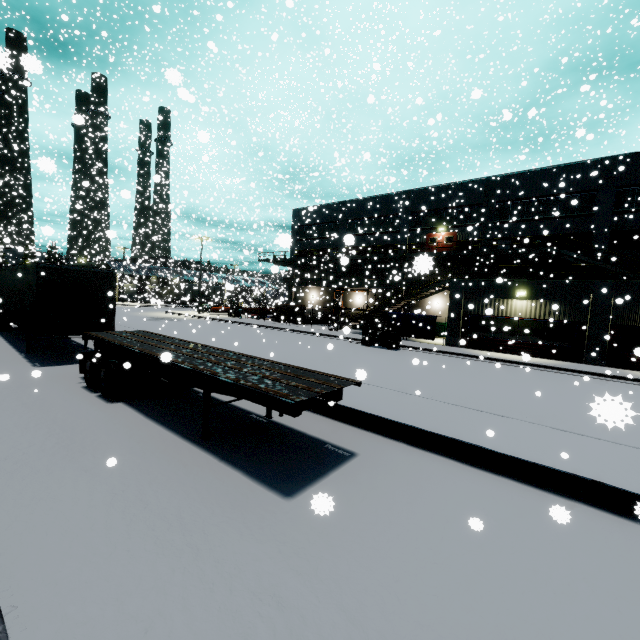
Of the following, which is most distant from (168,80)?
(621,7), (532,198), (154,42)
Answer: (154,42)

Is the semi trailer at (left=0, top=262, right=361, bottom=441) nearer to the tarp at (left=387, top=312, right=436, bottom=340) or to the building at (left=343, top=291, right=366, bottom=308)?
the building at (left=343, top=291, right=366, bottom=308)

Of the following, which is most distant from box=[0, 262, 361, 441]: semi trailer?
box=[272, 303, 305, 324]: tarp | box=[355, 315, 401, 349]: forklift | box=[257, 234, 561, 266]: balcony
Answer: box=[355, 315, 401, 349]: forklift

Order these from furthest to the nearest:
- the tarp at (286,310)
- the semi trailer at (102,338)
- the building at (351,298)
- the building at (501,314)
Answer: the building at (351,298), the tarp at (286,310), the building at (501,314), the semi trailer at (102,338)

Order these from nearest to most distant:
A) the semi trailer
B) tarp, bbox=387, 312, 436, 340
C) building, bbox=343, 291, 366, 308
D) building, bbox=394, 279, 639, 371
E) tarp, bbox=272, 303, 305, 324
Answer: the semi trailer < building, bbox=394, 279, 639, 371 < tarp, bbox=387, 312, 436, 340 < tarp, bbox=272, 303, 305, 324 < building, bbox=343, 291, 366, 308

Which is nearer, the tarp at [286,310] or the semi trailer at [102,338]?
the semi trailer at [102,338]
